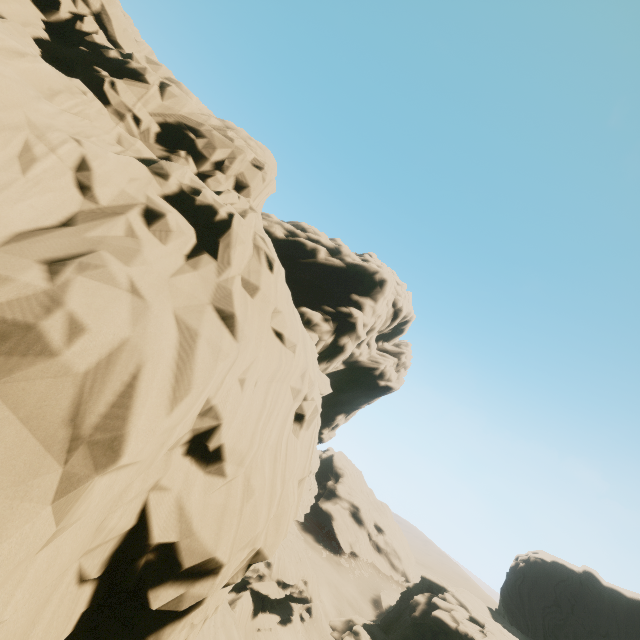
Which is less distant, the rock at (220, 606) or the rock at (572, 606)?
the rock at (220, 606)

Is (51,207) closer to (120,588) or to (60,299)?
(60,299)

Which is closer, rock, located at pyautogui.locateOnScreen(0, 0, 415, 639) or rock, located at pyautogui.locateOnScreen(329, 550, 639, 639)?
rock, located at pyautogui.locateOnScreen(0, 0, 415, 639)
